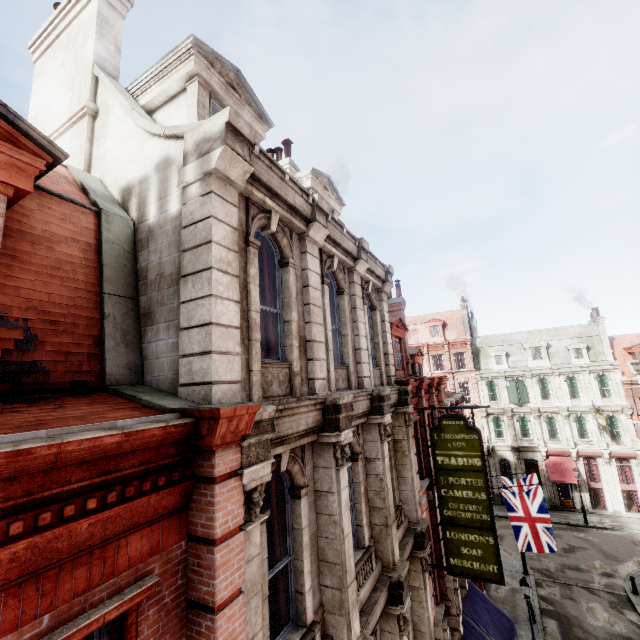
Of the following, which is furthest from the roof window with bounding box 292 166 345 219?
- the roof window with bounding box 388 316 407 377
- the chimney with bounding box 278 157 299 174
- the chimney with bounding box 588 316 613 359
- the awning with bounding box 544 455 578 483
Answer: the chimney with bounding box 588 316 613 359

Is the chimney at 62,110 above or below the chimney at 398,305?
above

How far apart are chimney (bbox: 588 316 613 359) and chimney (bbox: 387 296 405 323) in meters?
28.3

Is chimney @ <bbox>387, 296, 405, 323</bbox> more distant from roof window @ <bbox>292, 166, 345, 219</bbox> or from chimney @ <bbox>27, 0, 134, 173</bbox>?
chimney @ <bbox>27, 0, 134, 173</bbox>

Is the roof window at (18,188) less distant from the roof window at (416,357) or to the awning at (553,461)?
the roof window at (416,357)

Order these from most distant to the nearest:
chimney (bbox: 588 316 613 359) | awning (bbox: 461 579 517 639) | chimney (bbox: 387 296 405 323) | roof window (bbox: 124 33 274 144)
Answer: chimney (bbox: 588 316 613 359) < chimney (bbox: 387 296 405 323) < awning (bbox: 461 579 517 639) < roof window (bbox: 124 33 274 144)

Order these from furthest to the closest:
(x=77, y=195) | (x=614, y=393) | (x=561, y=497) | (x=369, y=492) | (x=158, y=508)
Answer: (x=561, y=497)
(x=614, y=393)
(x=369, y=492)
(x=77, y=195)
(x=158, y=508)

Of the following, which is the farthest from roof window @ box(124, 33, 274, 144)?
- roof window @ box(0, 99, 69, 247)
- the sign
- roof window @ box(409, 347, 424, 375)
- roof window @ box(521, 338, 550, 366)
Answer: roof window @ box(521, 338, 550, 366)
